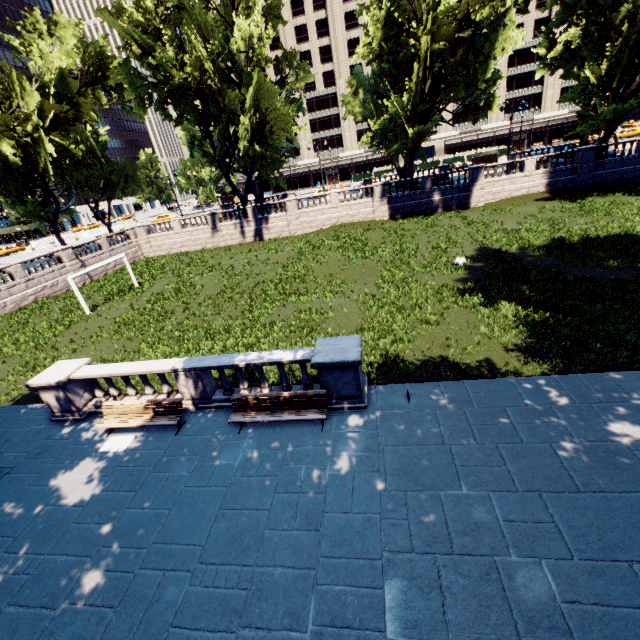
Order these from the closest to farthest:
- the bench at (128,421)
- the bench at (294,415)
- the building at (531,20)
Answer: the bench at (294,415) < the bench at (128,421) < the building at (531,20)

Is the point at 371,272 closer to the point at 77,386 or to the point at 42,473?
the point at 77,386

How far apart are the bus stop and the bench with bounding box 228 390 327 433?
48.5 meters

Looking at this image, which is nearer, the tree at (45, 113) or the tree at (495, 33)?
the tree at (495, 33)

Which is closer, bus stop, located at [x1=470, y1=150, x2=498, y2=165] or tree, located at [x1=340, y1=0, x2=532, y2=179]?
tree, located at [x1=340, y1=0, x2=532, y2=179]

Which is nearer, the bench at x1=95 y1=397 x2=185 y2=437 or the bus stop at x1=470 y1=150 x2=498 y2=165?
the bench at x1=95 y1=397 x2=185 y2=437

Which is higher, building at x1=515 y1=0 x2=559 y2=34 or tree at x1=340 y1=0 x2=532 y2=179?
building at x1=515 y1=0 x2=559 y2=34

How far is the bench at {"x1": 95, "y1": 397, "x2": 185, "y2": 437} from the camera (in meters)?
10.02
